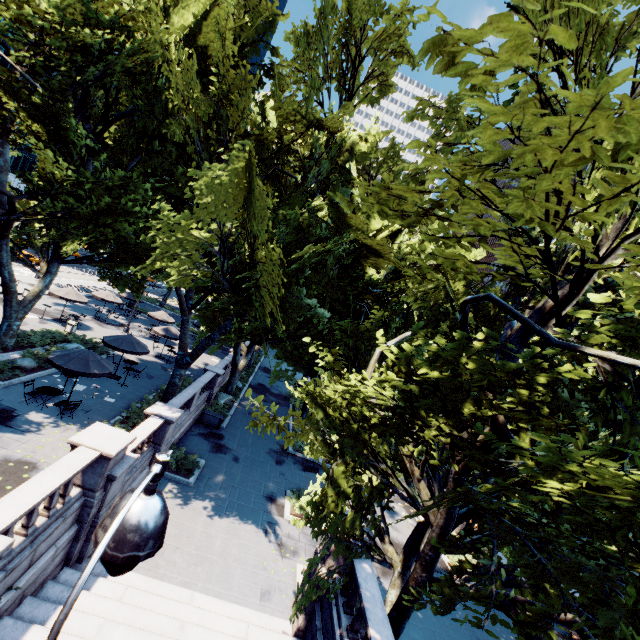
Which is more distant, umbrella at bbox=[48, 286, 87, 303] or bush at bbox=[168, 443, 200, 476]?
umbrella at bbox=[48, 286, 87, 303]

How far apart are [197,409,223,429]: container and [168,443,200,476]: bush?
4.7 meters

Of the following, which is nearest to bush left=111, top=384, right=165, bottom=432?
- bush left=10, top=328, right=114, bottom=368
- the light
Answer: bush left=10, top=328, right=114, bottom=368

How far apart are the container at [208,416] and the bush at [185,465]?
4.7m

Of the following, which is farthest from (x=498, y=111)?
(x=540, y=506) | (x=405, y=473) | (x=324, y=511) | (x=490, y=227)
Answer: (x=540, y=506)

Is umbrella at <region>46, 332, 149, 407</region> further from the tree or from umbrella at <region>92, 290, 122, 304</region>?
umbrella at <region>92, 290, 122, 304</region>

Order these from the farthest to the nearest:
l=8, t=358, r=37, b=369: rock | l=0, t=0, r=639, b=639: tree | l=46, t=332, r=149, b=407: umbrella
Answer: l=8, t=358, r=37, b=369: rock, l=46, t=332, r=149, b=407: umbrella, l=0, t=0, r=639, b=639: tree

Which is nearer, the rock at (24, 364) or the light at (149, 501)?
the light at (149, 501)
